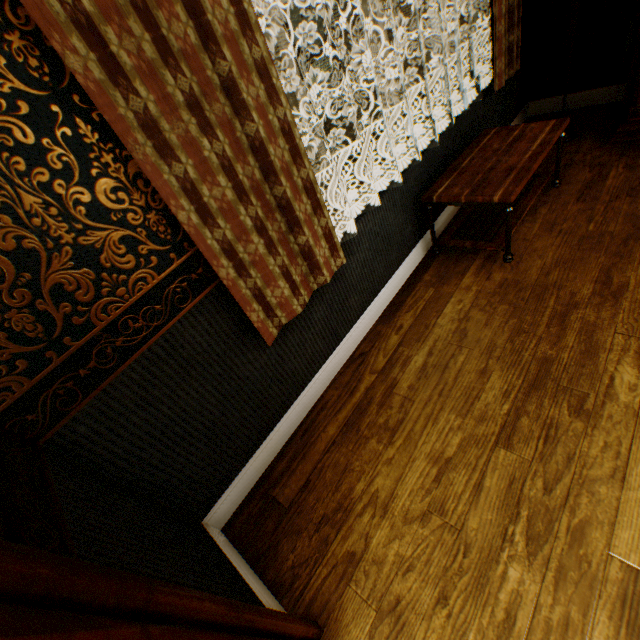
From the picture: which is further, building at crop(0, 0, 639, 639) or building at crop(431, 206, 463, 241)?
building at crop(431, 206, 463, 241)

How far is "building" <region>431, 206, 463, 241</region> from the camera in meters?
2.9

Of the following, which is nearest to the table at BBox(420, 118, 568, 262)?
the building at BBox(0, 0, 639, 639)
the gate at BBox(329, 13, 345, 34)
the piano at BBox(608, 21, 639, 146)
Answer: the building at BBox(0, 0, 639, 639)

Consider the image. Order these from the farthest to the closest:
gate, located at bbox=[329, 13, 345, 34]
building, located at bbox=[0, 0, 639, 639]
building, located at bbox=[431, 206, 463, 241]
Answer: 1. gate, located at bbox=[329, 13, 345, 34]
2. building, located at bbox=[431, 206, 463, 241]
3. building, located at bbox=[0, 0, 639, 639]

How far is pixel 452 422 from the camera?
1.76m

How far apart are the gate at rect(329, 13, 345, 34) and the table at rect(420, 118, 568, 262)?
22.0 meters

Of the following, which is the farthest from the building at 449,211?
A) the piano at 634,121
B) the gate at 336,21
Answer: the gate at 336,21
